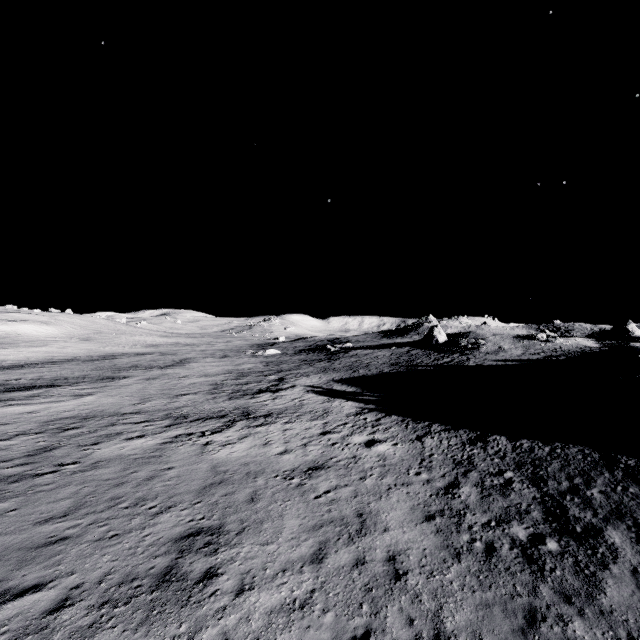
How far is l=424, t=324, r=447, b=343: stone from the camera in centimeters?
5769cm

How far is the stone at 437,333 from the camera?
→ 57.7m

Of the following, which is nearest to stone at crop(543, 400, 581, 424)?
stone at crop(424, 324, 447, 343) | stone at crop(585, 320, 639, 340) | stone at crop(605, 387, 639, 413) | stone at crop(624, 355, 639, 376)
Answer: stone at crop(605, 387, 639, 413)

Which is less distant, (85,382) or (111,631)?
(111,631)

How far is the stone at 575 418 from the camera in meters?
18.6 m

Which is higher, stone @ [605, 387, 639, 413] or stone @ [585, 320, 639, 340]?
stone @ [585, 320, 639, 340]

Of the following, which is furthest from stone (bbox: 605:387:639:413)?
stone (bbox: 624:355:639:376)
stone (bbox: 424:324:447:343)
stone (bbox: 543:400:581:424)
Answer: stone (bbox: 424:324:447:343)
